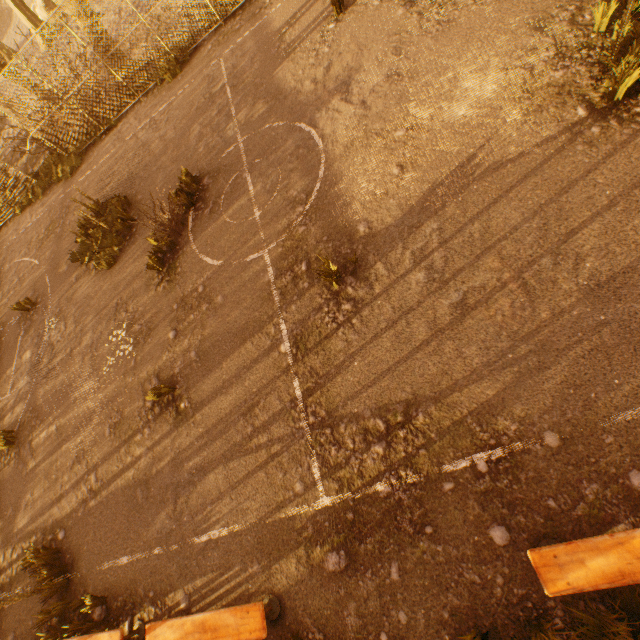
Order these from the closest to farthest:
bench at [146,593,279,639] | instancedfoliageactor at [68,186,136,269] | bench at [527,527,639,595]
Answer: bench at [527,527,639,595], bench at [146,593,279,639], instancedfoliageactor at [68,186,136,269]

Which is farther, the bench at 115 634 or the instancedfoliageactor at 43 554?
the instancedfoliageactor at 43 554

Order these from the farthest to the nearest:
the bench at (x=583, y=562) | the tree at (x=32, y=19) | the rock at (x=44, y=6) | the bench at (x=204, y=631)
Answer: the rock at (x=44, y=6), the tree at (x=32, y=19), the bench at (x=204, y=631), the bench at (x=583, y=562)

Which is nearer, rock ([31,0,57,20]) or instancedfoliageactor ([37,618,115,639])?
instancedfoliageactor ([37,618,115,639])

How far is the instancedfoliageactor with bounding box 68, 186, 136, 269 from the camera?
9.0m

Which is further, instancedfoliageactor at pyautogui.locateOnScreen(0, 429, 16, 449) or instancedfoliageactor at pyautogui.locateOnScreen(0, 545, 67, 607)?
instancedfoliageactor at pyautogui.locateOnScreen(0, 429, 16, 449)

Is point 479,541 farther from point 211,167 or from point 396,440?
point 211,167

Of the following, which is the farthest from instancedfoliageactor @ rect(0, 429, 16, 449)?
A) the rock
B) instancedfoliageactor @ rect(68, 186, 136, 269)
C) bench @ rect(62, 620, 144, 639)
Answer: the rock
